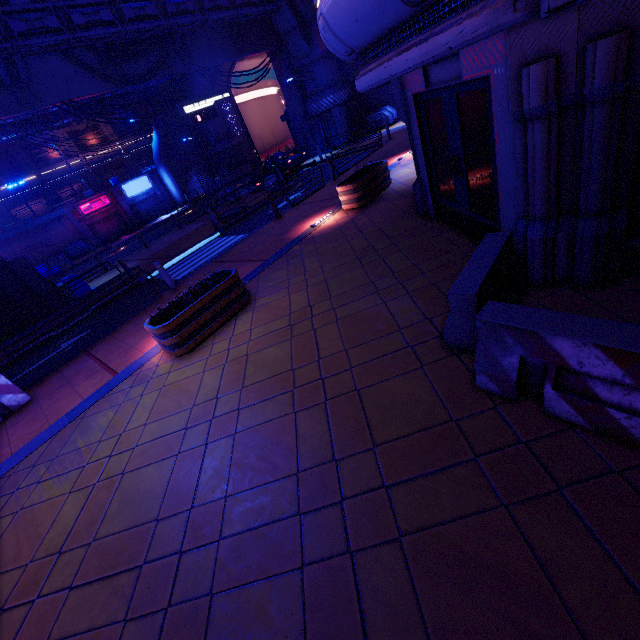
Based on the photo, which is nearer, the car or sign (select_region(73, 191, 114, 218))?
the car

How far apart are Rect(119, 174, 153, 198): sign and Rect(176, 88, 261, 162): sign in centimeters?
1651cm

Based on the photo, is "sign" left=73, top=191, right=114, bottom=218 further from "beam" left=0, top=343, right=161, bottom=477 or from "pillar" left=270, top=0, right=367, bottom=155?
"beam" left=0, top=343, right=161, bottom=477

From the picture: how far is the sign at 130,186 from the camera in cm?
3656

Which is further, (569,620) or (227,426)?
(227,426)

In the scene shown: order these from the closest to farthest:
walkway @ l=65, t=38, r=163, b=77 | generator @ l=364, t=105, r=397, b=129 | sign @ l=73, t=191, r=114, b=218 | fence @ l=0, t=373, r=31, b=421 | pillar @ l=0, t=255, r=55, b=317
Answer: fence @ l=0, t=373, r=31, b=421 < pillar @ l=0, t=255, r=55, b=317 < walkway @ l=65, t=38, r=163, b=77 < generator @ l=364, t=105, r=397, b=129 < sign @ l=73, t=191, r=114, b=218

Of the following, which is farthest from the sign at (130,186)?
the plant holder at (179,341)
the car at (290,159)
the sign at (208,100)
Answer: the plant holder at (179,341)

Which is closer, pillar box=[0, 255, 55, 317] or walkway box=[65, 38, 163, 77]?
pillar box=[0, 255, 55, 317]
